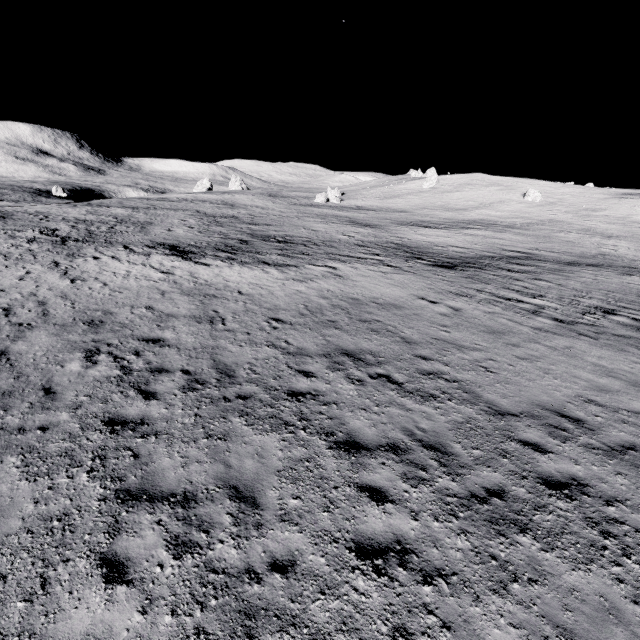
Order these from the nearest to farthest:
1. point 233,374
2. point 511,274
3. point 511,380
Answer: point 233,374, point 511,380, point 511,274
